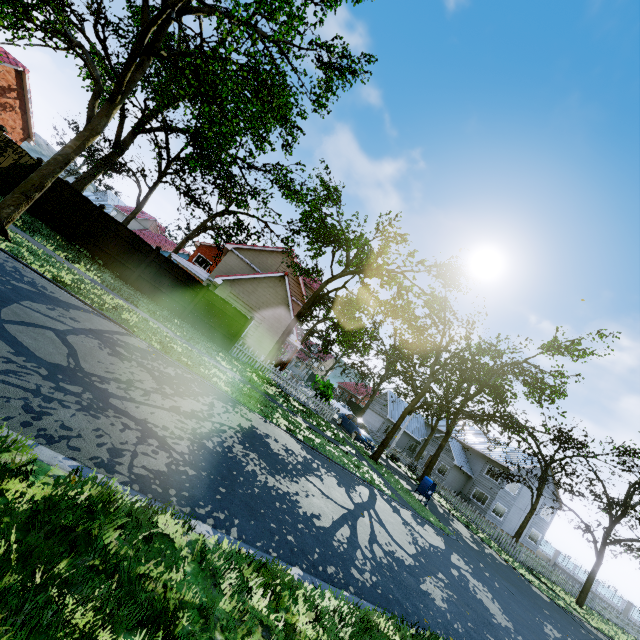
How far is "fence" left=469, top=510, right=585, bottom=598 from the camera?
21.88m

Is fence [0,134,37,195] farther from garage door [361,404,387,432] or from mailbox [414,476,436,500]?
mailbox [414,476,436,500]

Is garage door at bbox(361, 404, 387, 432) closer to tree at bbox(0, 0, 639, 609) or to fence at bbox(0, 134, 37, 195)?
tree at bbox(0, 0, 639, 609)

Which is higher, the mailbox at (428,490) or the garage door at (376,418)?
the garage door at (376,418)

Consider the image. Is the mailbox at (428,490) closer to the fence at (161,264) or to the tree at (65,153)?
the tree at (65,153)

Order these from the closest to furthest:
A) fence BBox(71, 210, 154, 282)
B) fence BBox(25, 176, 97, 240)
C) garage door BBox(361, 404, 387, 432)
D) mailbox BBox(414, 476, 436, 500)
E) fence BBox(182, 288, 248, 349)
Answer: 1. fence BBox(25, 176, 97, 240)
2. fence BBox(71, 210, 154, 282)
3. mailbox BBox(414, 476, 436, 500)
4. fence BBox(182, 288, 248, 349)
5. garage door BBox(361, 404, 387, 432)

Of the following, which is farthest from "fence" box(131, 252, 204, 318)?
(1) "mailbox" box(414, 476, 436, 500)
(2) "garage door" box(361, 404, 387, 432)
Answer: (1) "mailbox" box(414, 476, 436, 500)

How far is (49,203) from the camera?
15.09m
